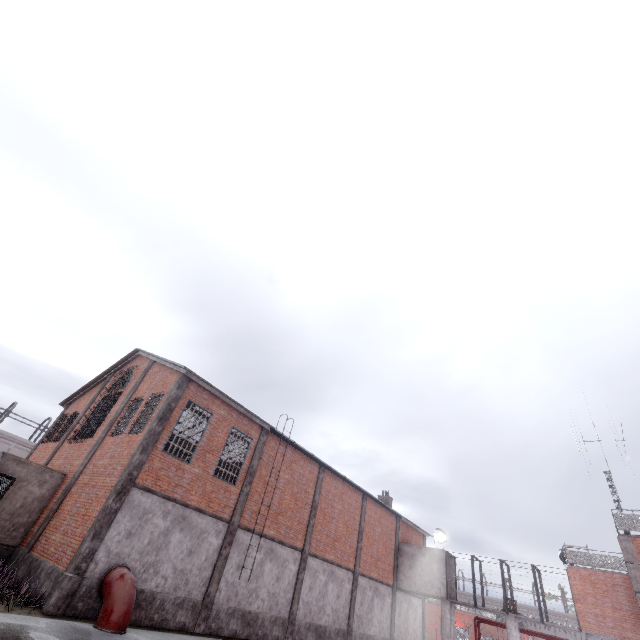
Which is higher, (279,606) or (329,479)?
(329,479)

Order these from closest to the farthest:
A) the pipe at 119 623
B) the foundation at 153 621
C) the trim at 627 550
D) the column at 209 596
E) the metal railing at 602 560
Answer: the pipe at 119 623 < the foundation at 153 621 < the trim at 627 550 < the column at 209 596 < the metal railing at 602 560

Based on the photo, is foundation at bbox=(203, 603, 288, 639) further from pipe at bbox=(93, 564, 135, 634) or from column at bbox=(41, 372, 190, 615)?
column at bbox=(41, 372, 190, 615)

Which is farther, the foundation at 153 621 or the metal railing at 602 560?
the metal railing at 602 560

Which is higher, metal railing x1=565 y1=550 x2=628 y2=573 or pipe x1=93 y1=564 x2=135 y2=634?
metal railing x1=565 y1=550 x2=628 y2=573

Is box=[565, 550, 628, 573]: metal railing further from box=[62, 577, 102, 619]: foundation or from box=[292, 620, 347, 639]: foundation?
box=[62, 577, 102, 619]: foundation

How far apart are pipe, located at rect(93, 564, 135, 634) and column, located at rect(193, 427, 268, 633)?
3.69m

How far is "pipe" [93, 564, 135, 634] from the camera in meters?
10.2 m
